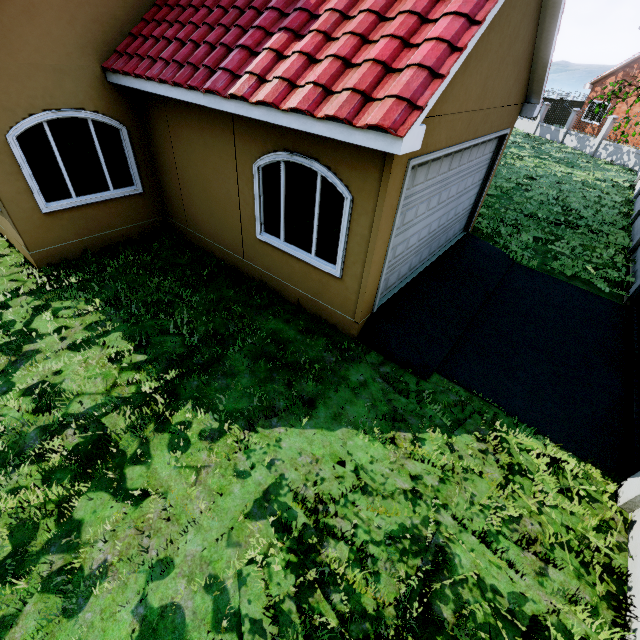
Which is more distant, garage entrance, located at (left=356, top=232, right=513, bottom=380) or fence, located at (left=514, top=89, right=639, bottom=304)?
fence, located at (left=514, top=89, right=639, bottom=304)

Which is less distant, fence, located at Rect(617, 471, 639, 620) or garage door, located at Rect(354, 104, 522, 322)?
fence, located at Rect(617, 471, 639, 620)

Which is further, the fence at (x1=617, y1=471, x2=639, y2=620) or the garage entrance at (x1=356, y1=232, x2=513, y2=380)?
the garage entrance at (x1=356, y1=232, x2=513, y2=380)

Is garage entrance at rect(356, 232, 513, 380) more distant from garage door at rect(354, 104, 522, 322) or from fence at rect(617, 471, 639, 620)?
fence at rect(617, 471, 639, 620)

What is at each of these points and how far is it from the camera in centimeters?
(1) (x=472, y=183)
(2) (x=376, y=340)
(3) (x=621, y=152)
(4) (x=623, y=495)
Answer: (1) garage door, 753cm
(2) garage entrance, 563cm
(3) fence, 2019cm
(4) fence, 402cm

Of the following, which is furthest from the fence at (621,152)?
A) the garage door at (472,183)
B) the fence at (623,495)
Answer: the garage door at (472,183)

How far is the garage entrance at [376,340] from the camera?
5.5 meters

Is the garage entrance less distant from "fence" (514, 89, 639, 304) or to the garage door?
the garage door
